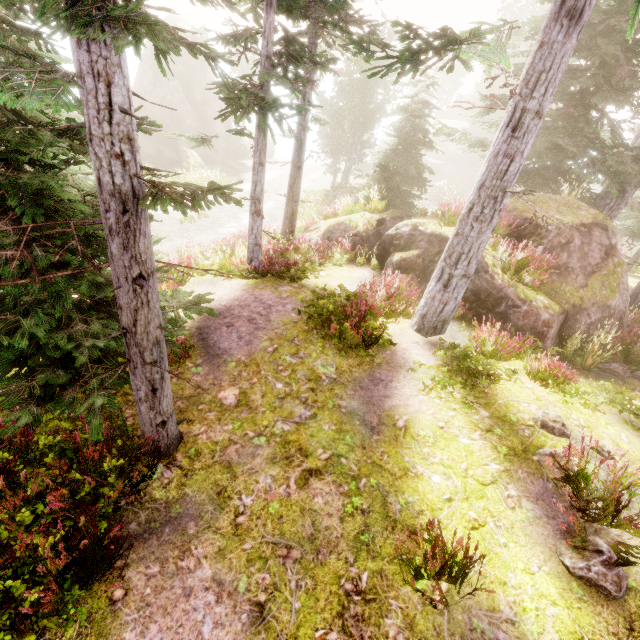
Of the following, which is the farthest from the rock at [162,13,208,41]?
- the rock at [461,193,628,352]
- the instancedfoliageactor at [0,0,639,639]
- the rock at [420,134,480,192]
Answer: the rock at [420,134,480,192]

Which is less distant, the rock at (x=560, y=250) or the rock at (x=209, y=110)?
the rock at (x=560, y=250)

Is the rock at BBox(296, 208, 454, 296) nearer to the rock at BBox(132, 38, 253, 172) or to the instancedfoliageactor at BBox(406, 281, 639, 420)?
the instancedfoliageactor at BBox(406, 281, 639, 420)

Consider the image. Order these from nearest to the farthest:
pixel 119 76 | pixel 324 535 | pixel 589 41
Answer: pixel 119 76 → pixel 324 535 → pixel 589 41

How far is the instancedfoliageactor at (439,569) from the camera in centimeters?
354cm

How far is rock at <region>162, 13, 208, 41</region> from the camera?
32.3 meters

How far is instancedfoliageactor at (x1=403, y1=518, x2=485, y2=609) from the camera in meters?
3.5

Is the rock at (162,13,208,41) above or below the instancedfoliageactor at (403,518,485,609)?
above
